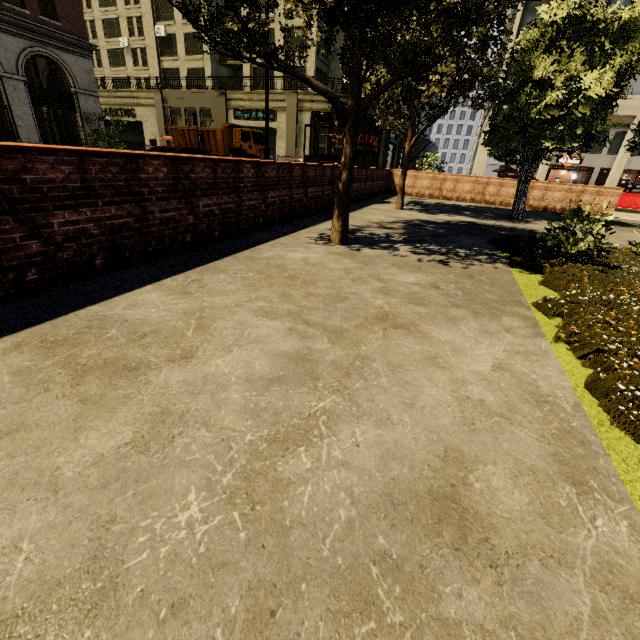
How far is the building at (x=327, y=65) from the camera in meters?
29.2 m

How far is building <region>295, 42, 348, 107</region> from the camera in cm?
2917

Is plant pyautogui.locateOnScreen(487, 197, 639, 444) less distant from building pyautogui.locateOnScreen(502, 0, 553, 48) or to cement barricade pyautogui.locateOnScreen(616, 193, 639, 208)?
cement barricade pyautogui.locateOnScreen(616, 193, 639, 208)

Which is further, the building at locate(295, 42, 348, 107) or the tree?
the building at locate(295, 42, 348, 107)

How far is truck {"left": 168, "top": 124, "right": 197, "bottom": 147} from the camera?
26.45m

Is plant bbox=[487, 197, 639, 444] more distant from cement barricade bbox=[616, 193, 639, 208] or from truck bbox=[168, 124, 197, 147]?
truck bbox=[168, 124, 197, 147]

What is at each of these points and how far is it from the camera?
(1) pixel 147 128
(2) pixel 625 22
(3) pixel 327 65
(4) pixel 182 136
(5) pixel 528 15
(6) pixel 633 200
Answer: (1) building, 37.1m
(2) tree, 8.5m
(3) building, 33.0m
(4) truck, 27.0m
(5) building, 23.5m
(6) cement barricade, 21.7m

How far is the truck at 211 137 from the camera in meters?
25.5
